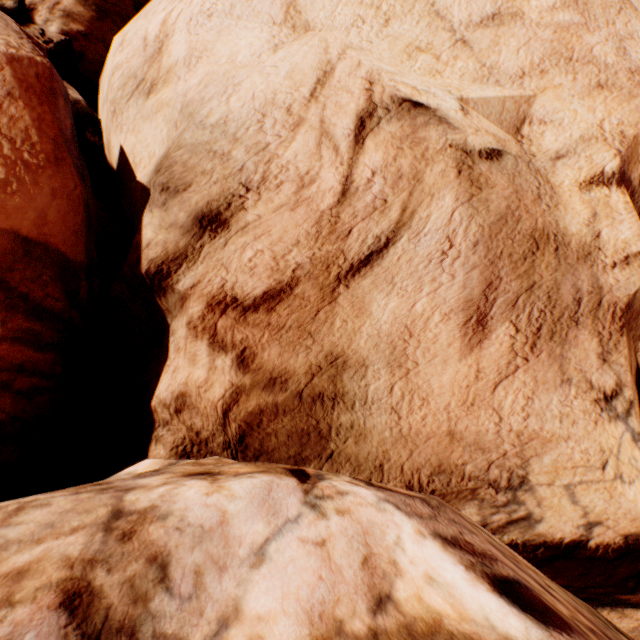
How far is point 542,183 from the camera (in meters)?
3.61
